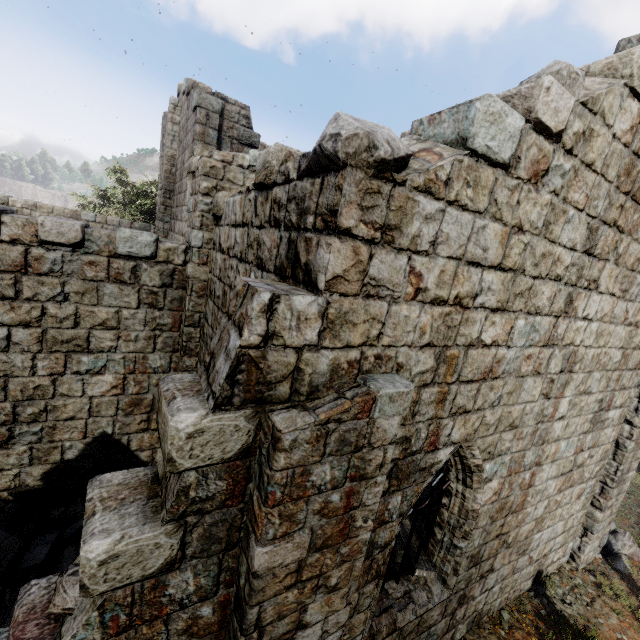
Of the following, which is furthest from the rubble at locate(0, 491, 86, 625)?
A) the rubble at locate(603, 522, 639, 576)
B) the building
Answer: the rubble at locate(603, 522, 639, 576)

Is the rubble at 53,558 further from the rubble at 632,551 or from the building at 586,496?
the rubble at 632,551

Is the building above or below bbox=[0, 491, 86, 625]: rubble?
above

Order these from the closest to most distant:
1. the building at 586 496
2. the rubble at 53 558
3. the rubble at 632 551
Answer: the building at 586 496
the rubble at 53 558
the rubble at 632 551

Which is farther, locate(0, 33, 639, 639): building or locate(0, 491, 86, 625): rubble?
locate(0, 491, 86, 625): rubble

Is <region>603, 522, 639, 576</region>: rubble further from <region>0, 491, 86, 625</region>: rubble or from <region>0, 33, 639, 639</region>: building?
<region>0, 491, 86, 625</region>: rubble

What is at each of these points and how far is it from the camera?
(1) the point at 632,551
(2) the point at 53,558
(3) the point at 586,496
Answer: (1) rubble, 9.0m
(2) rubble, 5.7m
(3) building, 7.9m
